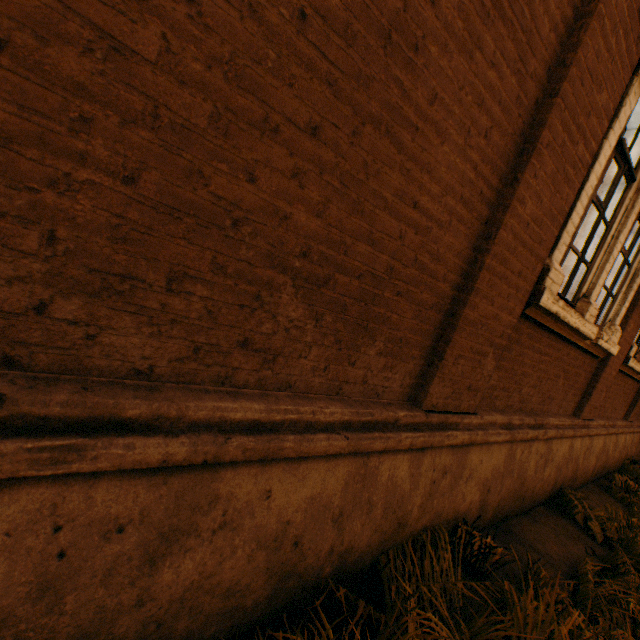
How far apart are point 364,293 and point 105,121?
1.20m
